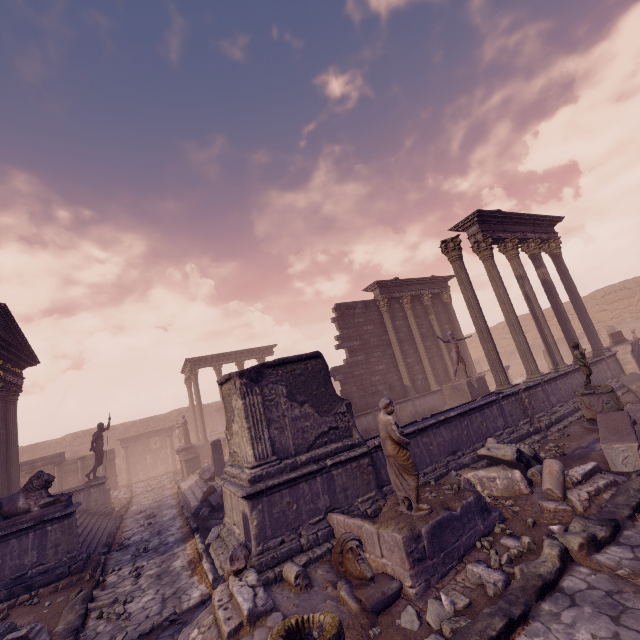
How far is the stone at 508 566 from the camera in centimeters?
456cm

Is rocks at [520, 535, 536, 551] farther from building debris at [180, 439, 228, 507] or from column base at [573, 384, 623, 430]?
building debris at [180, 439, 228, 507]

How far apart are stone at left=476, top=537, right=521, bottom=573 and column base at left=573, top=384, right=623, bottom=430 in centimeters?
615cm

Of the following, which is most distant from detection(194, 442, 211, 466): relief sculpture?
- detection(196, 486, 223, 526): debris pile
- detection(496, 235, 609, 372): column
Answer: detection(496, 235, 609, 372): column

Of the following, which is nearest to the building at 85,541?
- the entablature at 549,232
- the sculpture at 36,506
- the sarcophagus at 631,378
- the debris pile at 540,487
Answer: the sculpture at 36,506

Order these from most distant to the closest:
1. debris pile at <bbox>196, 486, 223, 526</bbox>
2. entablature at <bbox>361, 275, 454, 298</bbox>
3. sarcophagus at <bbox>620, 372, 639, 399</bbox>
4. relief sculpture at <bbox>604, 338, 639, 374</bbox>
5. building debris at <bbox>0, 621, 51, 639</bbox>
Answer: entablature at <bbox>361, 275, 454, 298</bbox> → relief sculpture at <bbox>604, 338, 639, 374</bbox> → sarcophagus at <bbox>620, 372, 639, 399</bbox> → debris pile at <bbox>196, 486, 223, 526</bbox> → building debris at <bbox>0, 621, 51, 639</bbox>

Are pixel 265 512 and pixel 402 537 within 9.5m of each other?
yes

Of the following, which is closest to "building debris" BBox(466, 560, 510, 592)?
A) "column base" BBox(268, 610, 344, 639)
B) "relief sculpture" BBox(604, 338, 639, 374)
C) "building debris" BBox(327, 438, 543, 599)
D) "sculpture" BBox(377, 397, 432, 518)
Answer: "building debris" BBox(327, 438, 543, 599)
